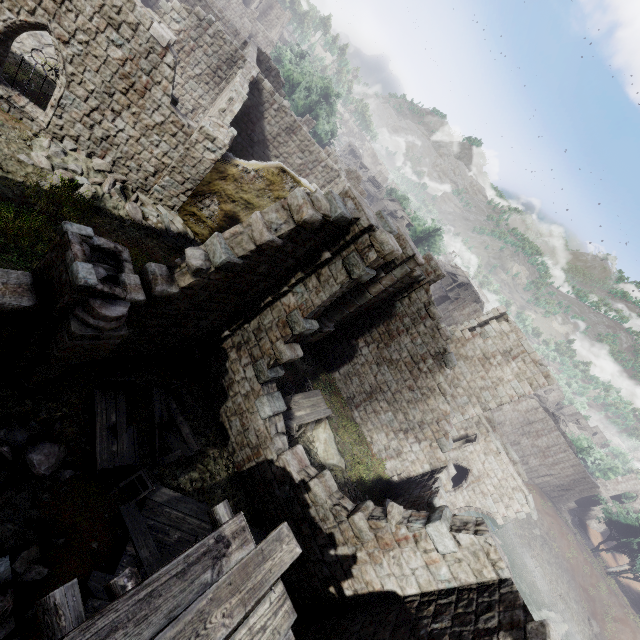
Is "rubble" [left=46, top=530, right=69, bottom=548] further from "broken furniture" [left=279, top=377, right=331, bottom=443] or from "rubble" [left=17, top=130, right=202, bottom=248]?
"rubble" [left=17, top=130, right=202, bottom=248]

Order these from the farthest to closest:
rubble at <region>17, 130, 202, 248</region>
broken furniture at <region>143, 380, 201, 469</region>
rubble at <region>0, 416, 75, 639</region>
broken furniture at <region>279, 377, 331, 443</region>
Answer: broken furniture at <region>279, 377, 331, 443</region> < rubble at <region>17, 130, 202, 248</region> < broken furniture at <region>143, 380, 201, 469</region> < rubble at <region>0, 416, 75, 639</region>

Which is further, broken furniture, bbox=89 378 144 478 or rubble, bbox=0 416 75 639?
broken furniture, bbox=89 378 144 478

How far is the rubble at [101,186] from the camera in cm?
1179

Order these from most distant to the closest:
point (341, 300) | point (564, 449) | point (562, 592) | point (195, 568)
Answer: point (564, 449)
point (562, 592)
point (341, 300)
point (195, 568)

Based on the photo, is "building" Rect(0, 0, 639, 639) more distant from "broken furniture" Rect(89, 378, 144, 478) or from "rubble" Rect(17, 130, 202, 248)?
"broken furniture" Rect(89, 378, 144, 478)

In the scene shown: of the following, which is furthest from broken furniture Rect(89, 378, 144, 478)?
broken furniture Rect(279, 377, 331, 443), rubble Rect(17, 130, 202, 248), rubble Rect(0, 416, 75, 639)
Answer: rubble Rect(17, 130, 202, 248)

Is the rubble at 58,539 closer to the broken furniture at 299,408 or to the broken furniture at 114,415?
the broken furniture at 114,415
